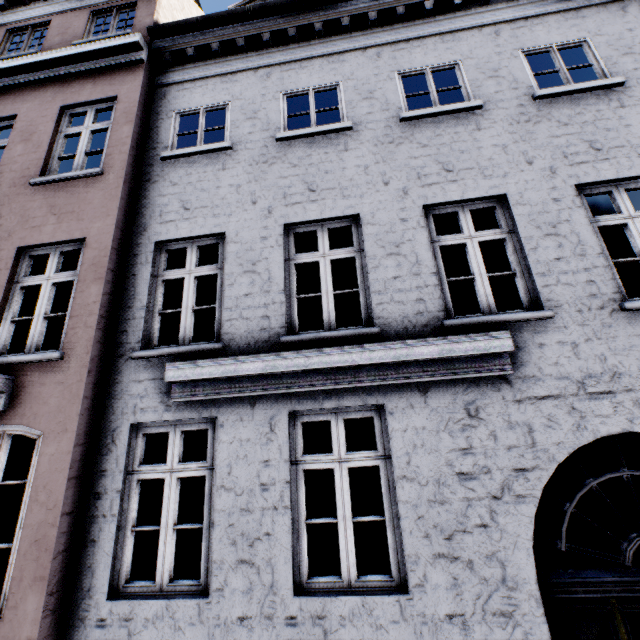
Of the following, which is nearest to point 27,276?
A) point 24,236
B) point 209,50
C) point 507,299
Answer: point 24,236
